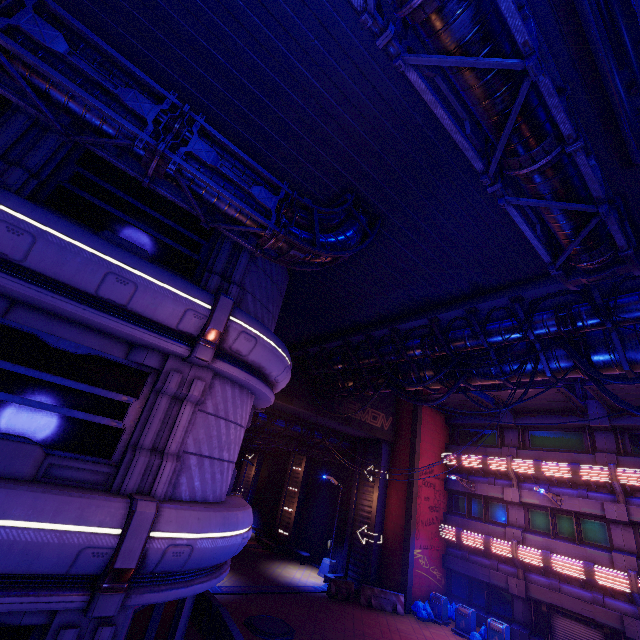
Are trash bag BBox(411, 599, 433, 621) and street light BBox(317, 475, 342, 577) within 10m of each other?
yes

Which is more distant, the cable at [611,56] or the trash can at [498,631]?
the trash can at [498,631]

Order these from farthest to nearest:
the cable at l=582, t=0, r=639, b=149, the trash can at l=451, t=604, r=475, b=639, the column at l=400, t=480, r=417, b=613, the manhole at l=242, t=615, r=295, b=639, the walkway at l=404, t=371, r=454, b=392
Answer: the column at l=400, t=480, r=417, b=613, the trash can at l=451, t=604, r=475, b=639, the walkway at l=404, t=371, r=454, b=392, the manhole at l=242, t=615, r=295, b=639, the cable at l=582, t=0, r=639, b=149

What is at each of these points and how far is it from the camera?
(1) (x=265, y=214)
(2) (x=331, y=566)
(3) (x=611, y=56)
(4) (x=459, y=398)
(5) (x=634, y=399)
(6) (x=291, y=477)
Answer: (1) pipe, 6.7 meters
(2) street light, 21.8 meters
(3) cable, 3.5 meters
(4) awning, 22.3 meters
(5) awning, 16.7 meters
(6) tunnel, 29.9 meters

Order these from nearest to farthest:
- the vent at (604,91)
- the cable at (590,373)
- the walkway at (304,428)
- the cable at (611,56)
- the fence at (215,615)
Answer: the cable at (611,56)
the vent at (604,91)
the cable at (590,373)
the fence at (215,615)
the walkway at (304,428)

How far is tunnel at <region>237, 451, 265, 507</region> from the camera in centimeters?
3388cm

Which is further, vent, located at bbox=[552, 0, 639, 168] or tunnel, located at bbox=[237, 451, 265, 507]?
tunnel, located at bbox=[237, 451, 265, 507]

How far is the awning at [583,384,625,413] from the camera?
16.36m
